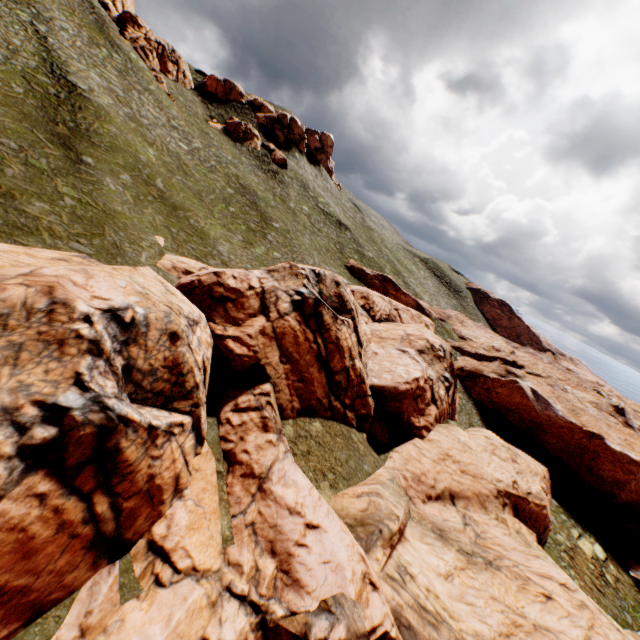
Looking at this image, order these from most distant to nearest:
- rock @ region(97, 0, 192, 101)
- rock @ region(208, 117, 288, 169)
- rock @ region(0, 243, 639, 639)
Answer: rock @ region(208, 117, 288, 169)
rock @ region(97, 0, 192, 101)
rock @ region(0, 243, 639, 639)

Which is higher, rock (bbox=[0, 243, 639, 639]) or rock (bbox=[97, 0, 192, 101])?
rock (bbox=[97, 0, 192, 101])

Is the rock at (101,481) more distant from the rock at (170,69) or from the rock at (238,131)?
the rock at (170,69)

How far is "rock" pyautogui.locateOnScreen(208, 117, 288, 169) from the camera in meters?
55.4

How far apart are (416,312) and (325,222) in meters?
22.8

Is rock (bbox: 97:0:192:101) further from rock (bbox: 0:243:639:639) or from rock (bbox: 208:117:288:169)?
rock (bbox: 0:243:639:639)

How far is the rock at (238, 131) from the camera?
55.4 meters

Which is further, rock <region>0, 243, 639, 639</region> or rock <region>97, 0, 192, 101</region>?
rock <region>97, 0, 192, 101</region>
